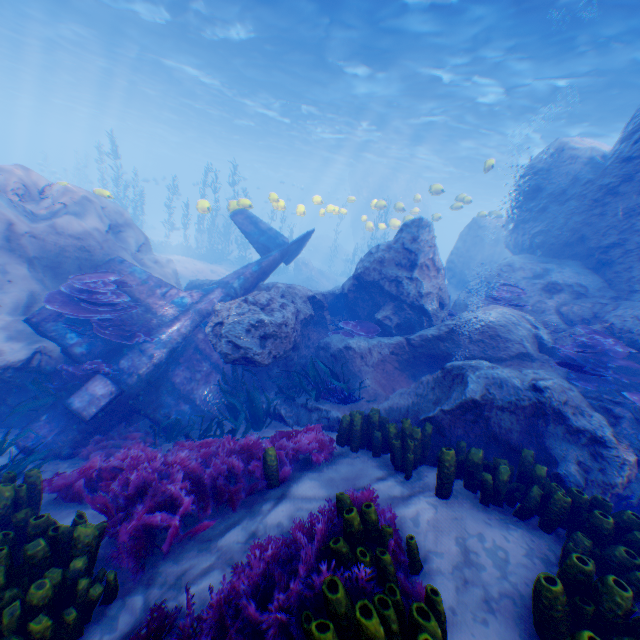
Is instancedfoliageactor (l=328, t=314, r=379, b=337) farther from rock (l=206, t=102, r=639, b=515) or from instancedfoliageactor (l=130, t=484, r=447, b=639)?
instancedfoliageactor (l=130, t=484, r=447, b=639)

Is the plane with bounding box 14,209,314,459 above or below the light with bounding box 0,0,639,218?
below

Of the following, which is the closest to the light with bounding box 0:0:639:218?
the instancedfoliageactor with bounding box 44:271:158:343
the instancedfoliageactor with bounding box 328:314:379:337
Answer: the instancedfoliageactor with bounding box 44:271:158:343

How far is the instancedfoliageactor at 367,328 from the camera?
8.5m

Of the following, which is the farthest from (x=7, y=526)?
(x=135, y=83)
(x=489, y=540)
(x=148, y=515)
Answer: (x=135, y=83)

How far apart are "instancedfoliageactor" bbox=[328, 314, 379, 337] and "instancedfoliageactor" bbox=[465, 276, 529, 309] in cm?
302

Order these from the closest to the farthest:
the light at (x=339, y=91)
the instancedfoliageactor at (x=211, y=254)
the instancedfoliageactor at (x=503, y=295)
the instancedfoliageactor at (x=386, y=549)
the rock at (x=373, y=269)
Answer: the instancedfoliageactor at (x=386, y=549) < the rock at (x=373, y=269) < the instancedfoliageactor at (x=503, y=295) < the light at (x=339, y=91) < the instancedfoliageactor at (x=211, y=254)

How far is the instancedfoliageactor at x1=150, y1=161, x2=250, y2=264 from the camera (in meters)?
24.38
